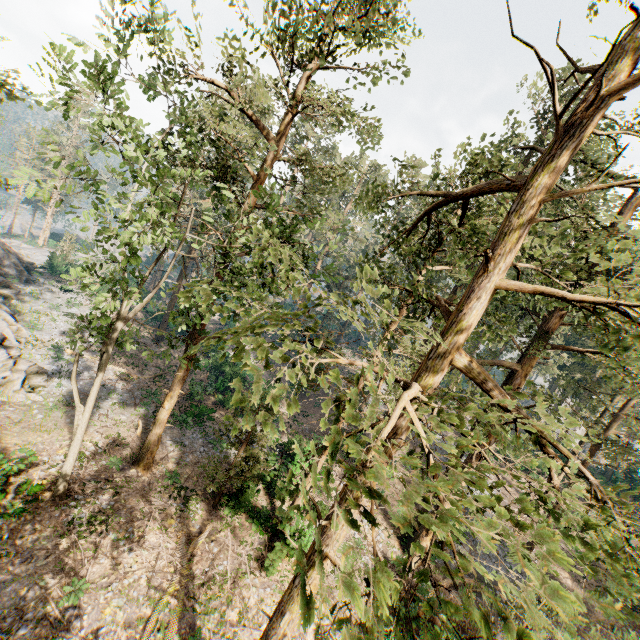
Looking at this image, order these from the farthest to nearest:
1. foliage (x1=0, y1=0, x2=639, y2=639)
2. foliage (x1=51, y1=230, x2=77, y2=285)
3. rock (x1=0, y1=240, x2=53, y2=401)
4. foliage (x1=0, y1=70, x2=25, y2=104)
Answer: rock (x1=0, y1=240, x2=53, y2=401) < foliage (x1=0, y1=70, x2=25, y2=104) < foliage (x1=51, y1=230, x2=77, y2=285) < foliage (x1=0, y1=0, x2=639, y2=639)

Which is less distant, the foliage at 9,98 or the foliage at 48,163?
the foliage at 48,163

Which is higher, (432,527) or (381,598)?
(432,527)

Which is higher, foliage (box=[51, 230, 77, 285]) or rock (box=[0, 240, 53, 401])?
foliage (box=[51, 230, 77, 285])

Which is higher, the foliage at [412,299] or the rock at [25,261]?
the foliage at [412,299]

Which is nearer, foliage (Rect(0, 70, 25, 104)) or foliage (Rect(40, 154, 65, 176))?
foliage (Rect(40, 154, 65, 176))

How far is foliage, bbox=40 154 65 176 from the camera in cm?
954
